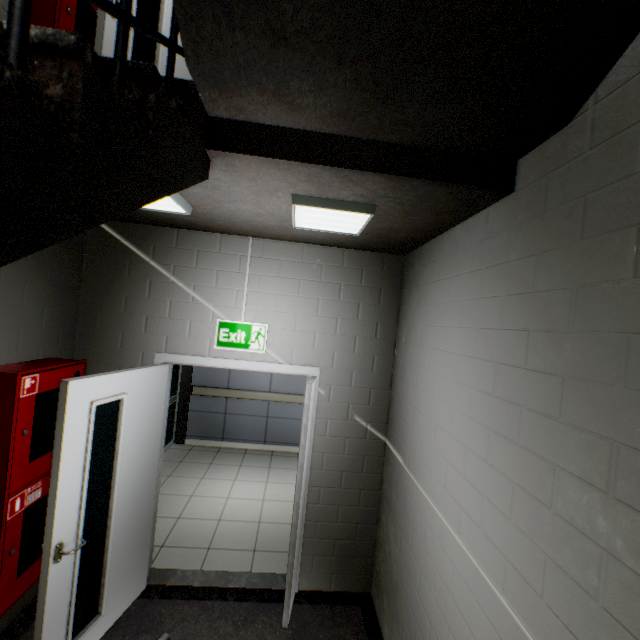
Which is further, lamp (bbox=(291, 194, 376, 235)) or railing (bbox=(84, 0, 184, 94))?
lamp (bbox=(291, 194, 376, 235))

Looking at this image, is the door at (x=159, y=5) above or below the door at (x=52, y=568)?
above

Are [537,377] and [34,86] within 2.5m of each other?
yes

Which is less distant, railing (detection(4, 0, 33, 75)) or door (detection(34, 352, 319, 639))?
railing (detection(4, 0, 33, 75))

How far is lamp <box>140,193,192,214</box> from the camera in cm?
207

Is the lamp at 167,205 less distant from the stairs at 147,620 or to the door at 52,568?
the stairs at 147,620

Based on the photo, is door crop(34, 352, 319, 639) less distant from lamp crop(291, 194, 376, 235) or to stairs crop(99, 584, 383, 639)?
stairs crop(99, 584, 383, 639)

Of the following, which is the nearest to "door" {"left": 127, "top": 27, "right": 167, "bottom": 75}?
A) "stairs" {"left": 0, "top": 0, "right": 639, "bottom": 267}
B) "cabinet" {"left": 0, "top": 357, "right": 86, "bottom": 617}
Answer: "stairs" {"left": 0, "top": 0, "right": 639, "bottom": 267}
